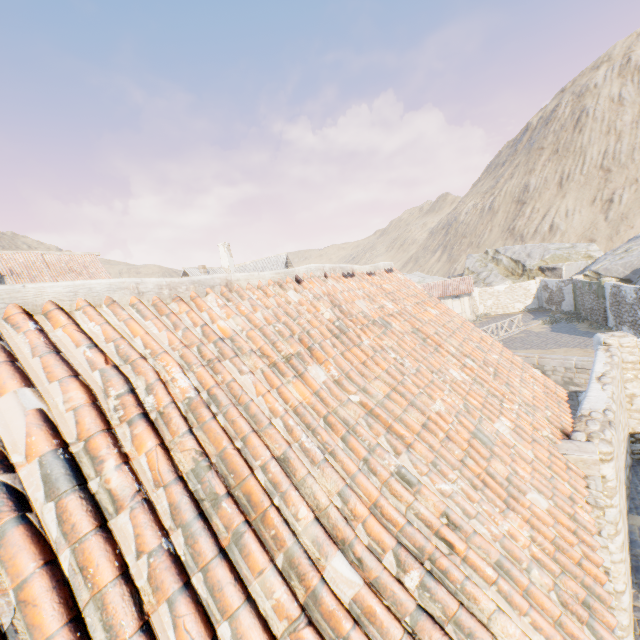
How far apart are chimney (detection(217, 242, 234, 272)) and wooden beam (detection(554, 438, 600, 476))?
31.9 meters

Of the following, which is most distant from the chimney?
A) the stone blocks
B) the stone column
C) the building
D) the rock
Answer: the stone column

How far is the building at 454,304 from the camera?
32.3m

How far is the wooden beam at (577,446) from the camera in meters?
3.8

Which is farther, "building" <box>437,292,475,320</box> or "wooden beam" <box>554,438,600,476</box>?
"building" <box>437,292,475,320</box>

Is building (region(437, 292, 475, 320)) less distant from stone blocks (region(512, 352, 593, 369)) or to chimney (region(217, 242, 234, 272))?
stone blocks (region(512, 352, 593, 369))

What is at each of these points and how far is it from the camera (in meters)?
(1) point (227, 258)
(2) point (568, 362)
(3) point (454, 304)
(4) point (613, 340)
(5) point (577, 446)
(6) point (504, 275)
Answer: (1) chimney, 32.97
(2) stone blocks, 16.30
(3) building, 32.94
(4) stone column, 8.05
(5) wooden beam, 4.07
(6) rock, 37.28

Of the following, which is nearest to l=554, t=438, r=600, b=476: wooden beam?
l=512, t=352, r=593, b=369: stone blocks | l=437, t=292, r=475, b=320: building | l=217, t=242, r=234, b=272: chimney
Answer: l=512, t=352, r=593, b=369: stone blocks
